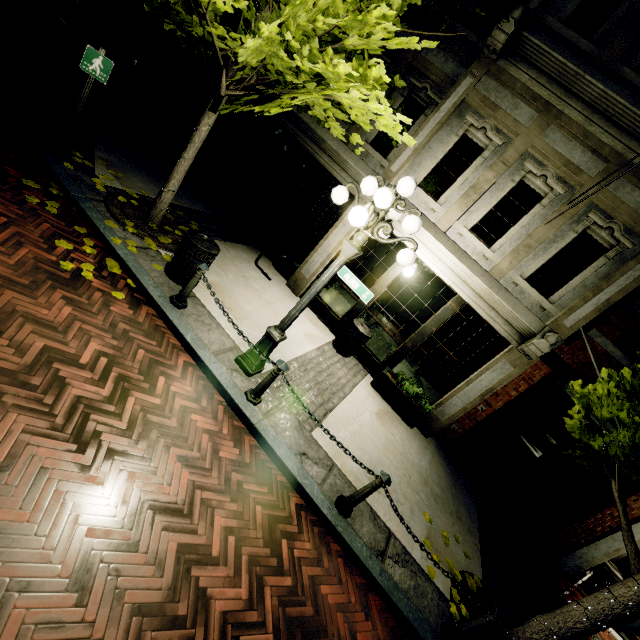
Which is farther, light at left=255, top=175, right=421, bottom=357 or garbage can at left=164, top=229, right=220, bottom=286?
garbage can at left=164, top=229, right=220, bottom=286

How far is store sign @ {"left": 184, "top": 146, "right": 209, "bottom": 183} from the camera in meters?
9.7 m

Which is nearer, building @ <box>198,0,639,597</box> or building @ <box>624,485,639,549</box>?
building @ <box>198,0,639,597</box>

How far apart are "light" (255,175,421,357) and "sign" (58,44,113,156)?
4.73m

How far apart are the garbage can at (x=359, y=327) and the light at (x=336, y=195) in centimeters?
294cm

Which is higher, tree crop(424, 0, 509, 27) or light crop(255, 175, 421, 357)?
tree crop(424, 0, 509, 27)

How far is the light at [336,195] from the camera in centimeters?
370cm

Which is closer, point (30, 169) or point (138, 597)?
point (138, 597)
